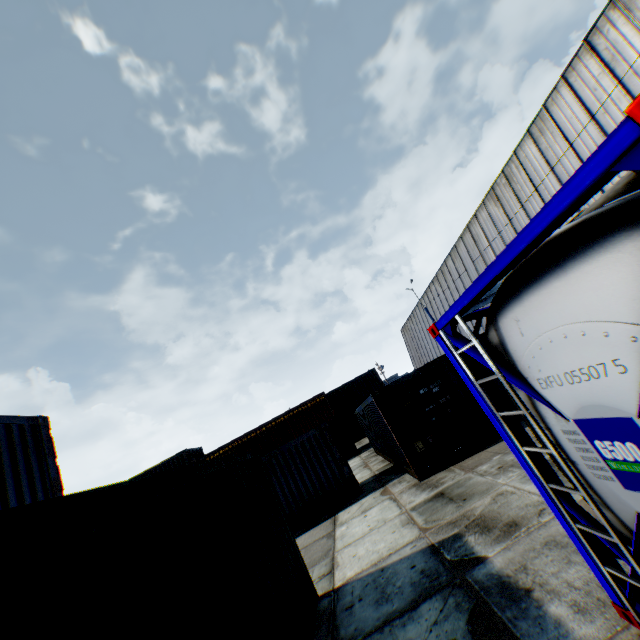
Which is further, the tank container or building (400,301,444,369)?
building (400,301,444,369)

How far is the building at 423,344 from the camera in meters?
40.1

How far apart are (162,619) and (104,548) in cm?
77

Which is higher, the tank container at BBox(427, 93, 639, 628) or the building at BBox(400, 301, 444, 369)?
the building at BBox(400, 301, 444, 369)

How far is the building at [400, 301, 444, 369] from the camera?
40.09m

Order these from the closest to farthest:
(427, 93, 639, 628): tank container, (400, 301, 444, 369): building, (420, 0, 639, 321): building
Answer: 1. (427, 93, 639, 628): tank container
2. (420, 0, 639, 321): building
3. (400, 301, 444, 369): building

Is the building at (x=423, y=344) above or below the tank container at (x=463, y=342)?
above
